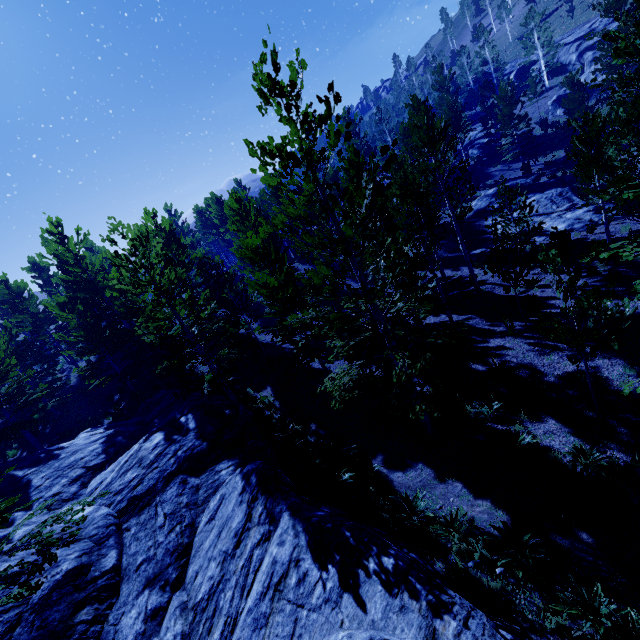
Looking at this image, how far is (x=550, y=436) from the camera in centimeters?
891cm

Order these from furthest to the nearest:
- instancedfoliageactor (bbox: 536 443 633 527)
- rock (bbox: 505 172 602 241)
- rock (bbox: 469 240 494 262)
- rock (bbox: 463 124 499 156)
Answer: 1. rock (bbox: 463 124 499 156)
2. rock (bbox: 469 240 494 262)
3. rock (bbox: 505 172 602 241)
4. instancedfoliageactor (bbox: 536 443 633 527)

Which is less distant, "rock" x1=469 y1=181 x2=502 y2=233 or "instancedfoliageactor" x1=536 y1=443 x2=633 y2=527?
"instancedfoliageactor" x1=536 y1=443 x2=633 y2=527

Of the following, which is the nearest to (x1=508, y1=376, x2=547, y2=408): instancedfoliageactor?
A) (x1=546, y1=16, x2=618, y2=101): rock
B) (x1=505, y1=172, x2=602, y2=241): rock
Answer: (x1=505, y1=172, x2=602, y2=241): rock

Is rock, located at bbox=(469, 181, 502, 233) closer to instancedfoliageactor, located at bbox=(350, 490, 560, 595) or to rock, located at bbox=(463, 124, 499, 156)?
instancedfoliageactor, located at bbox=(350, 490, 560, 595)

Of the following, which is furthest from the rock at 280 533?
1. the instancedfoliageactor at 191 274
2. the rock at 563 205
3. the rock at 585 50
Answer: the rock at 585 50

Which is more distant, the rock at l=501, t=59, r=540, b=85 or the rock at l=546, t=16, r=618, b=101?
the rock at l=501, t=59, r=540, b=85

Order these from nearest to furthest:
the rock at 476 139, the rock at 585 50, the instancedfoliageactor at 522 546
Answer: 1. the instancedfoliageactor at 522 546
2. the rock at 585 50
3. the rock at 476 139
